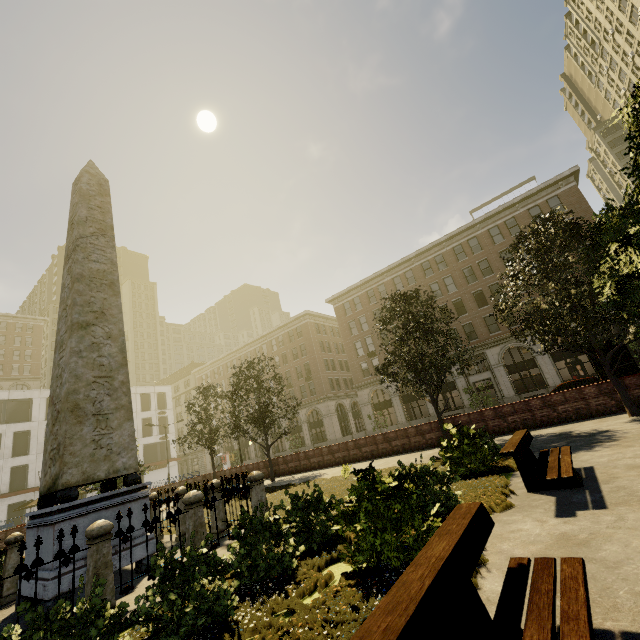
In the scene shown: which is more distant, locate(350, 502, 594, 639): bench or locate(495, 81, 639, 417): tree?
locate(495, 81, 639, 417): tree

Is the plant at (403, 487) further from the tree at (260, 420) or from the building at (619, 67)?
the building at (619, 67)

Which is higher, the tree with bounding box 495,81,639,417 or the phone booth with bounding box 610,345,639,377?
the tree with bounding box 495,81,639,417

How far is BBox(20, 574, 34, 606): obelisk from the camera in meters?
6.2

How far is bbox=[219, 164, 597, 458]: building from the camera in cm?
3256

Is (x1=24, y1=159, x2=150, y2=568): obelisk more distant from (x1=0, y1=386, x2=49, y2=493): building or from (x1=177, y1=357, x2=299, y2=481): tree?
(x1=0, y1=386, x2=49, y2=493): building

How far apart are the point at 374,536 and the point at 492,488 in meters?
3.5 m

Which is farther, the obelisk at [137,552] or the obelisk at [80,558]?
the obelisk at [137,552]
